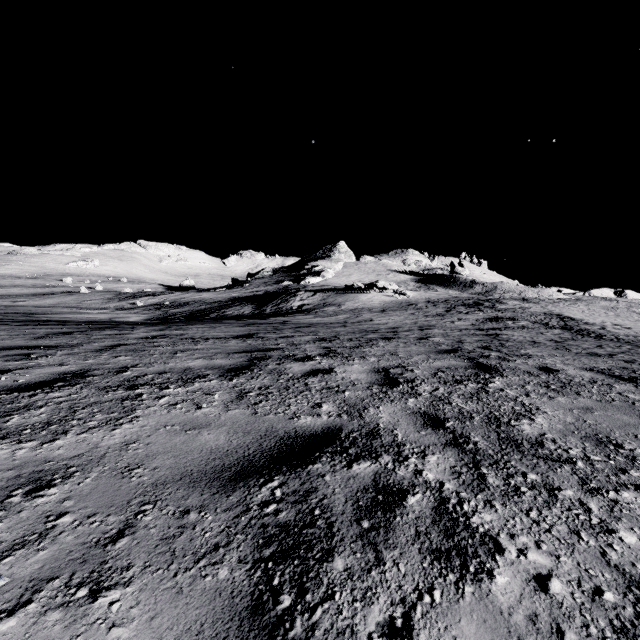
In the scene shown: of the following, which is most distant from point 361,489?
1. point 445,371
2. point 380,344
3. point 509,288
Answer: point 509,288
